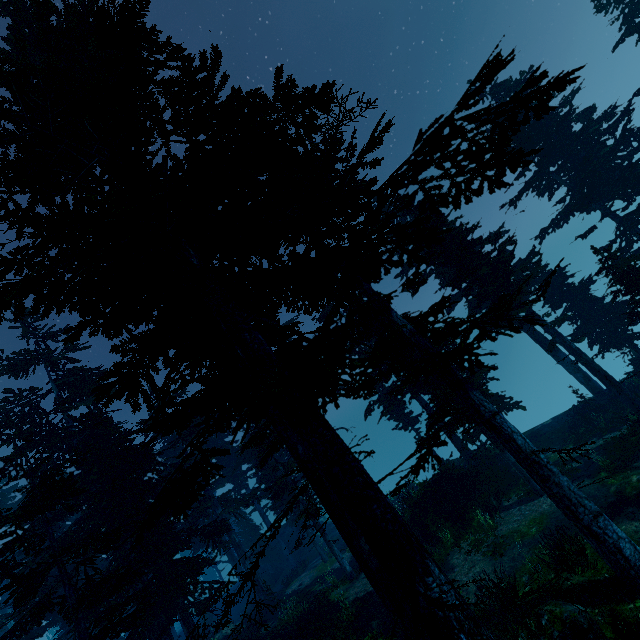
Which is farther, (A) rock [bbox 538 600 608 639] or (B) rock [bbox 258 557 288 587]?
(B) rock [bbox 258 557 288 587]

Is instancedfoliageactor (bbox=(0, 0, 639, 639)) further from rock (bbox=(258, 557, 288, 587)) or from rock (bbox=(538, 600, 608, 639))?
rock (bbox=(538, 600, 608, 639))

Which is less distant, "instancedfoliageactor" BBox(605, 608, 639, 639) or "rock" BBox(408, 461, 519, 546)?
"instancedfoliageactor" BBox(605, 608, 639, 639)

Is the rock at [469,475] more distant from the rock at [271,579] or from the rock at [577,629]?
the rock at [271,579]

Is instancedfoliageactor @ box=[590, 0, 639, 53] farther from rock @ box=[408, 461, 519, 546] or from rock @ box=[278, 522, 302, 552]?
rock @ box=[408, 461, 519, 546]

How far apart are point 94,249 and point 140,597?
13.20m

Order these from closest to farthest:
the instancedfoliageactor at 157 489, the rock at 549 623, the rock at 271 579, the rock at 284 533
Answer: the instancedfoliageactor at 157 489 → the rock at 549 623 → the rock at 271 579 → the rock at 284 533
